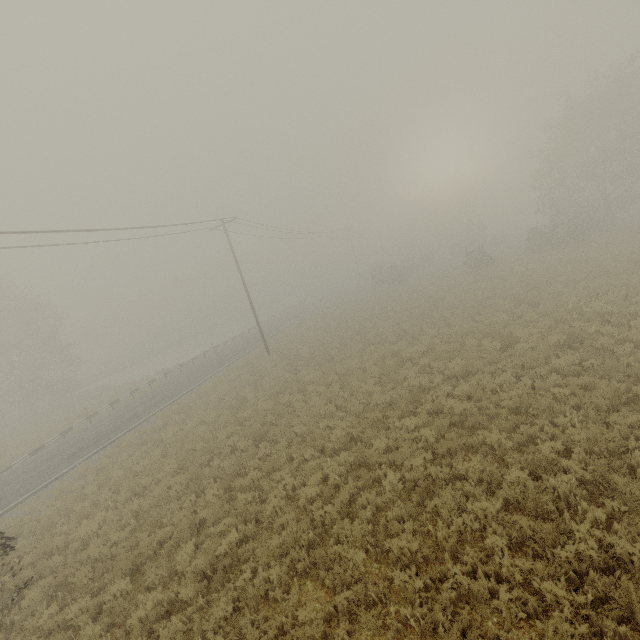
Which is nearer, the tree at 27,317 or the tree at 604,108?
the tree at 604,108

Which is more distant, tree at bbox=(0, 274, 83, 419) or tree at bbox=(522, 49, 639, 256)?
tree at bbox=(0, 274, 83, 419)

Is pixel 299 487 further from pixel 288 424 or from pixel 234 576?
pixel 288 424
